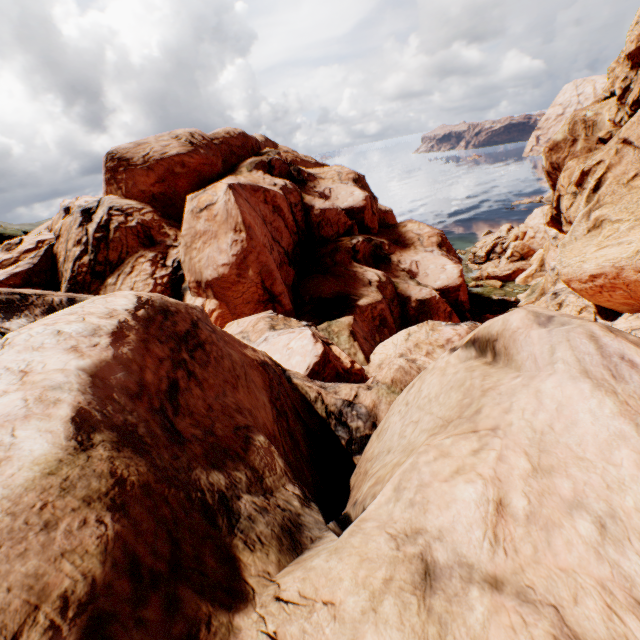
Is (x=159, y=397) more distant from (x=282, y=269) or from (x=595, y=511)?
(x=282, y=269)
